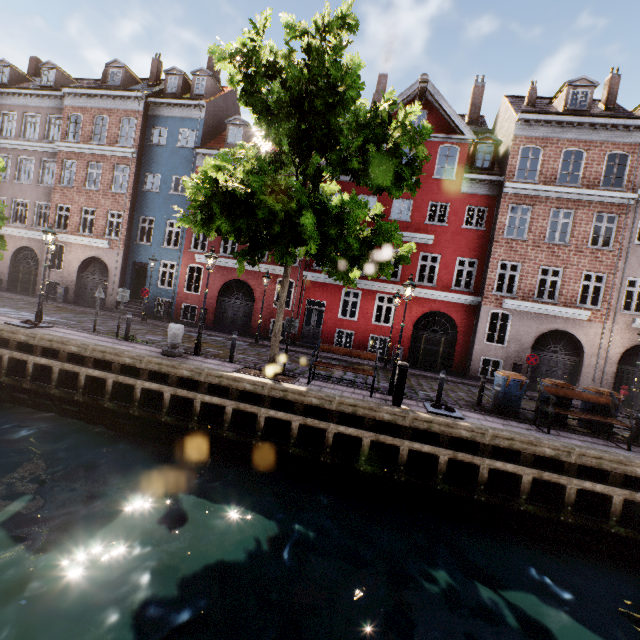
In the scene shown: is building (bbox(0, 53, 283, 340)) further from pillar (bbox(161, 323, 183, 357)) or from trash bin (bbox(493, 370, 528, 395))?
pillar (bbox(161, 323, 183, 357))

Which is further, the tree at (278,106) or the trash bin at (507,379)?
the trash bin at (507,379)

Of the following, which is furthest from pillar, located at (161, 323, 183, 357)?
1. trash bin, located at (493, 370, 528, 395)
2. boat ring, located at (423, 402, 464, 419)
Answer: trash bin, located at (493, 370, 528, 395)

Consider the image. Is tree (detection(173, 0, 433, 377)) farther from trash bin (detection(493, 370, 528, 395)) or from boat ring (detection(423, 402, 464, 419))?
trash bin (detection(493, 370, 528, 395))

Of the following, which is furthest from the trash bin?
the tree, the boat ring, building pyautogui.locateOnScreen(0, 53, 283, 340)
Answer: building pyautogui.locateOnScreen(0, 53, 283, 340)

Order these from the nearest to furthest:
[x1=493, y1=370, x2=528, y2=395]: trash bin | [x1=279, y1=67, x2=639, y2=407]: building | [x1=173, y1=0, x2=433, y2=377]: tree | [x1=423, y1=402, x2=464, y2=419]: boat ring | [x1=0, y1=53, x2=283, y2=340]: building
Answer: [x1=173, y1=0, x2=433, y2=377]: tree
[x1=423, y1=402, x2=464, y2=419]: boat ring
[x1=493, y1=370, x2=528, y2=395]: trash bin
[x1=279, y1=67, x2=639, y2=407]: building
[x1=0, y1=53, x2=283, y2=340]: building

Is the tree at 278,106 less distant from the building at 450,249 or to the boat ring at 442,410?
the building at 450,249

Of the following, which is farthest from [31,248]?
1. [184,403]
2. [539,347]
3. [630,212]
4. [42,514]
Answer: [630,212]
